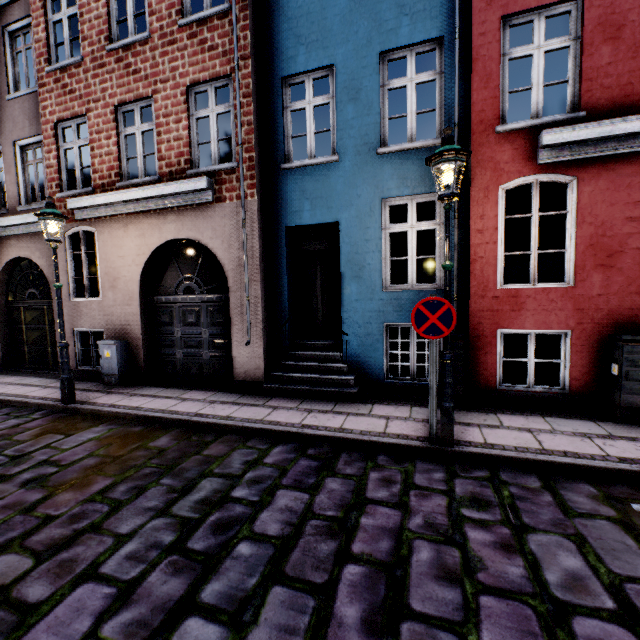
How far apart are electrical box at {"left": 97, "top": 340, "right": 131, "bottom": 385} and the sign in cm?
682

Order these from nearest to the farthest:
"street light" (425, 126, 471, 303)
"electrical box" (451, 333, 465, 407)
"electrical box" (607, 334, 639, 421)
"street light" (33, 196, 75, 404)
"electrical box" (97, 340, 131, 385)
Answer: "street light" (425, 126, 471, 303)
"electrical box" (607, 334, 639, 421)
"electrical box" (451, 333, 465, 407)
"street light" (33, 196, 75, 404)
"electrical box" (97, 340, 131, 385)

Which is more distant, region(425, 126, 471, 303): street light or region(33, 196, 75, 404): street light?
region(33, 196, 75, 404): street light

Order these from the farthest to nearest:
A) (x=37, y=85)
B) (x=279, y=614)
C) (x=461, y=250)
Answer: (x=37, y=85)
(x=461, y=250)
(x=279, y=614)

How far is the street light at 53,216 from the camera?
5.95m

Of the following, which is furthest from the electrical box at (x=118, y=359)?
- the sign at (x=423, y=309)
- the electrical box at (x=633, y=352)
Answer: the electrical box at (x=633, y=352)

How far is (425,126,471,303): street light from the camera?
3.8m

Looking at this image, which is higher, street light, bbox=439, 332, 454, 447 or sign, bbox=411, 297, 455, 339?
sign, bbox=411, 297, 455, 339
